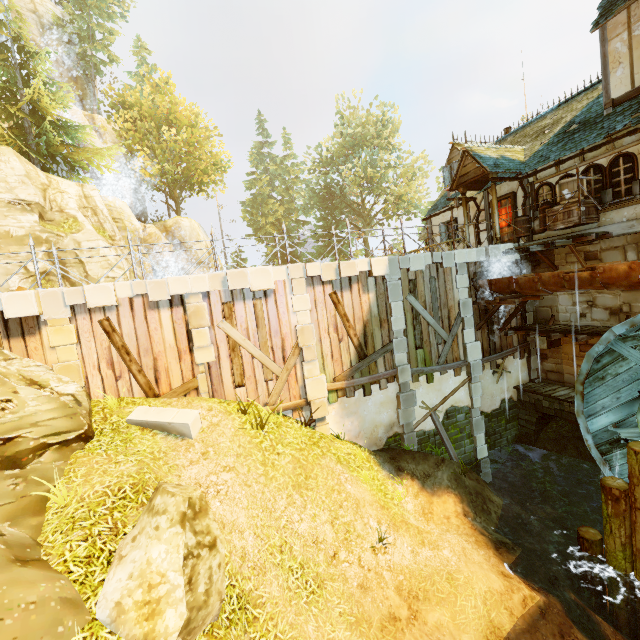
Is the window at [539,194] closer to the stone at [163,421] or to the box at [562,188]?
the box at [562,188]

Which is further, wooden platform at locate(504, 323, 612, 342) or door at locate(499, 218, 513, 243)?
door at locate(499, 218, 513, 243)

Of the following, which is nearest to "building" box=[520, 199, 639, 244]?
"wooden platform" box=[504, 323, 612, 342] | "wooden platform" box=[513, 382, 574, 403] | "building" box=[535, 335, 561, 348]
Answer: "wooden platform" box=[504, 323, 612, 342]

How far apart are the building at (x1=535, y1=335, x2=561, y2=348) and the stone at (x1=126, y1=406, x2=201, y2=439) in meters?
13.1 m

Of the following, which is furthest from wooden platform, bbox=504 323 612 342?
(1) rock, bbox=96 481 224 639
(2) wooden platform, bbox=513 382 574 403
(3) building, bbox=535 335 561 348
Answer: (1) rock, bbox=96 481 224 639

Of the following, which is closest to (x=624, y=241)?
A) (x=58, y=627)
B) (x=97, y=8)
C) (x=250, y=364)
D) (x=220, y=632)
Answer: (x=250, y=364)

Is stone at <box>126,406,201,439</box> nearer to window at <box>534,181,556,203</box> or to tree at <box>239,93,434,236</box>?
window at <box>534,181,556,203</box>

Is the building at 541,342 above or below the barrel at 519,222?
below
